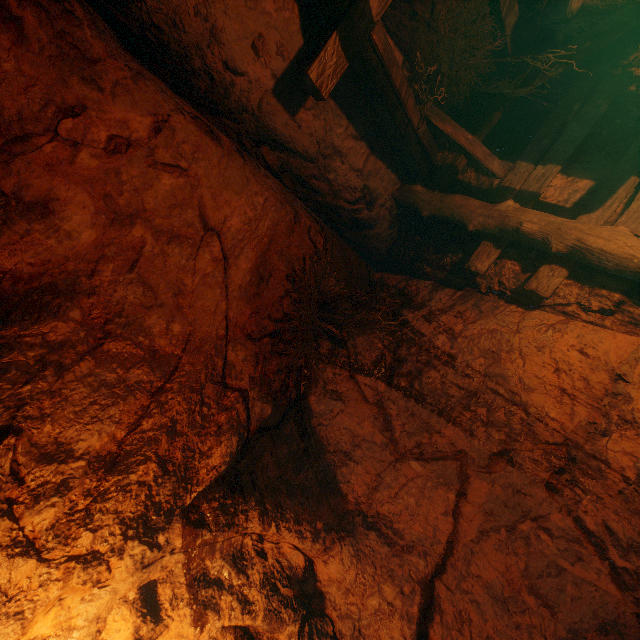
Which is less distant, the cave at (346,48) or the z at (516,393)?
the z at (516,393)

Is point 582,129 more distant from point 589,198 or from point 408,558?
point 408,558

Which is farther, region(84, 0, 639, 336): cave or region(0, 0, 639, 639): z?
region(84, 0, 639, 336): cave
